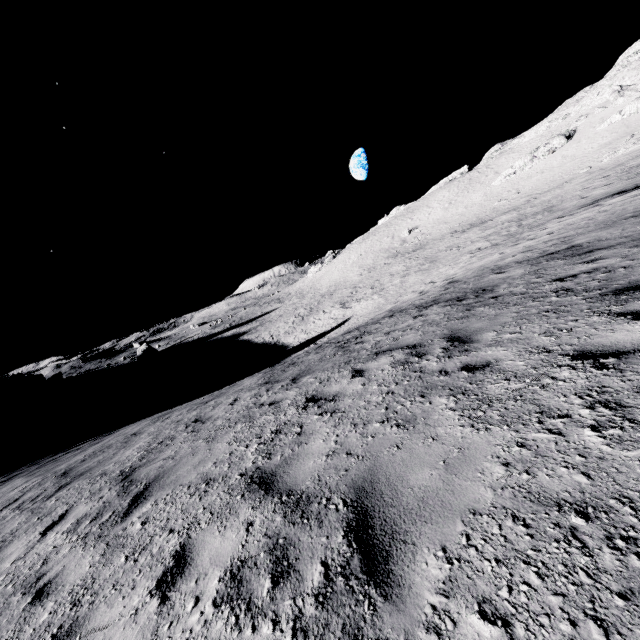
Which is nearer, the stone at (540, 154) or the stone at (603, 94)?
the stone at (603, 94)

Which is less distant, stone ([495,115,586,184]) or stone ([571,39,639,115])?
stone ([571,39,639,115])

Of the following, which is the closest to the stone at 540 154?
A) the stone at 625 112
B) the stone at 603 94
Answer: the stone at 625 112

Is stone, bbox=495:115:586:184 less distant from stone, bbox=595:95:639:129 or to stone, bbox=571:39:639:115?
stone, bbox=595:95:639:129

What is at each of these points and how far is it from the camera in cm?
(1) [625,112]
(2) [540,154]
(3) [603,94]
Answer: (1) stone, 4434
(2) stone, 5381
(3) stone, 5369

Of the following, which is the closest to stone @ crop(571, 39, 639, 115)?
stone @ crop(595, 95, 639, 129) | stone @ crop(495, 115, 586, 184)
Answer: stone @ crop(595, 95, 639, 129)
